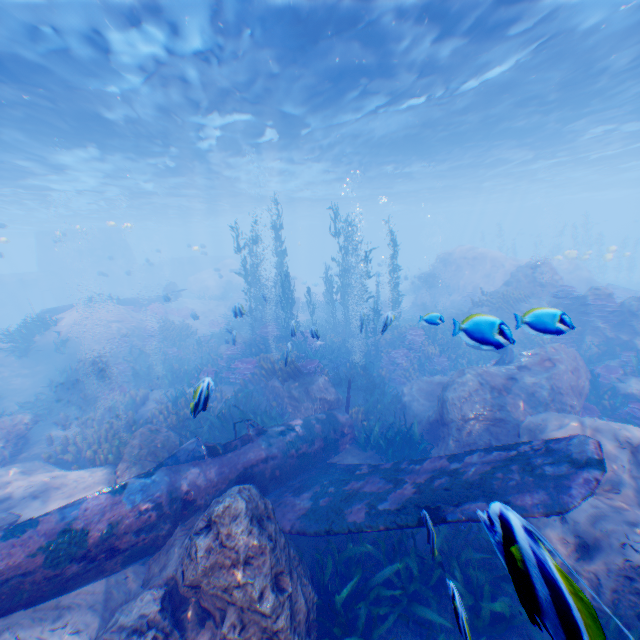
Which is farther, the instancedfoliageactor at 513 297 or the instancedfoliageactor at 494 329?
the instancedfoliageactor at 513 297

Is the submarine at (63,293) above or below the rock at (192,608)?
above

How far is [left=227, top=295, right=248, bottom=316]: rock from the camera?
10.35m

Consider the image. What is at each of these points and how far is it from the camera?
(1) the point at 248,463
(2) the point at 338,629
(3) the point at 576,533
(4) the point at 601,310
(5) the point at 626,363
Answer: (1) plane, 6.9 meters
(2) instancedfoliageactor, 4.3 meters
(3) rock, 5.2 meters
(4) instancedfoliageactor, 13.7 meters
(5) instancedfoliageactor, 12.0 meters

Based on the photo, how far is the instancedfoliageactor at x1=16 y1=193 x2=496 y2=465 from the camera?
9.67m

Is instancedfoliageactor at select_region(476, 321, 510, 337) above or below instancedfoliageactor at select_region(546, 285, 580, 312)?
above

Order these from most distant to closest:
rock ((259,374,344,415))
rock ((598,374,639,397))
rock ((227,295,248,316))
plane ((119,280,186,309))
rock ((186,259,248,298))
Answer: rock ((186,259,248,298)) < plane ((119,280,186,309)) < rock ((259,374,344,415)) < rock ((598,374,639,397)) < rock ((227,295,248,316))
